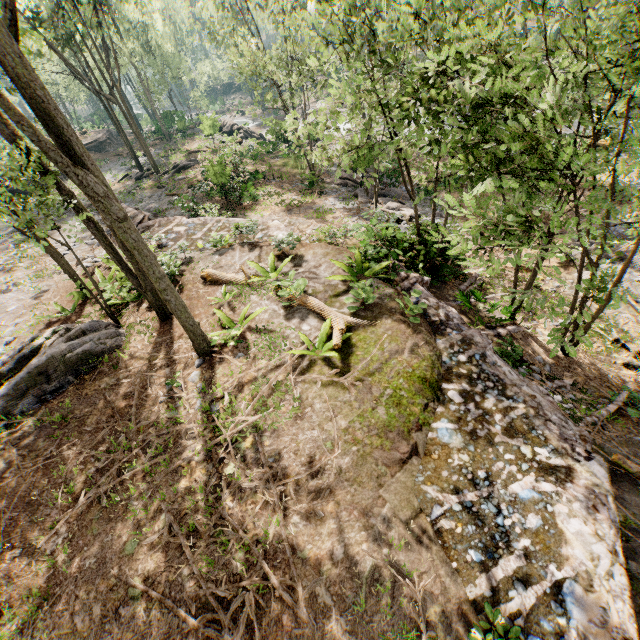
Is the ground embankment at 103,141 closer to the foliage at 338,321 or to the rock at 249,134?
Result: the foliage at 338,321

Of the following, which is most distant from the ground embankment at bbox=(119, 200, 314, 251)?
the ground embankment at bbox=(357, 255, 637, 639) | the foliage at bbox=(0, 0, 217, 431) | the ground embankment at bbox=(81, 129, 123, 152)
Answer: the ground embankment at bbox=(81, 129, 123, 152)

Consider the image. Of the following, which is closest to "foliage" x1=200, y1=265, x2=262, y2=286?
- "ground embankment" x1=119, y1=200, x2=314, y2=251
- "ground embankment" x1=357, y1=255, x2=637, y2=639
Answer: "ground embankment" x1=119, y1=200, x2=314, y2=251

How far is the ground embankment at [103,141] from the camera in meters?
41.3 m

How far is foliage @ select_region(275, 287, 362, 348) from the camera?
7.95m

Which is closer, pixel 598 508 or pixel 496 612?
pixel 496 612

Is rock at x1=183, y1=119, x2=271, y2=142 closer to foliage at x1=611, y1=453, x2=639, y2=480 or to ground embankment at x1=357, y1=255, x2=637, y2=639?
foliage at x1=611, y1=453, x2=639, y2=480
